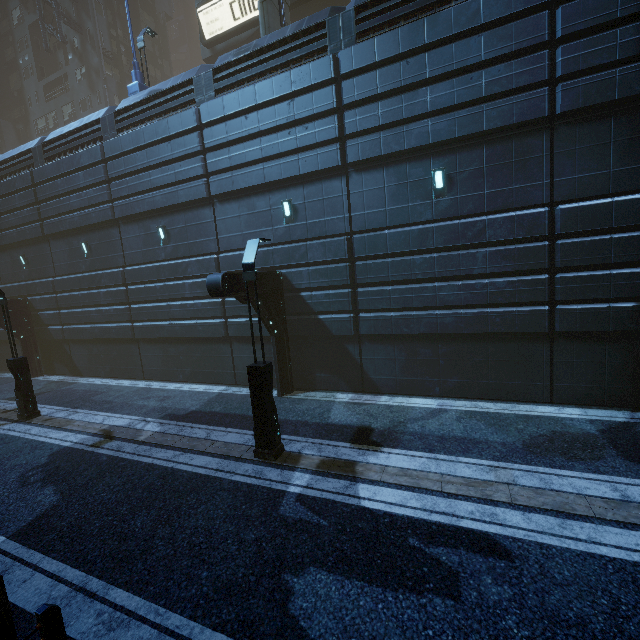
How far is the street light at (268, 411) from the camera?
7.88m

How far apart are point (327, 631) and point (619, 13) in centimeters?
1422cm

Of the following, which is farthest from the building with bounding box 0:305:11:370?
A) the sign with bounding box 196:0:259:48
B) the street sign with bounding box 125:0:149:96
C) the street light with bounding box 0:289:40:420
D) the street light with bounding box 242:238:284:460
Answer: the street light with bounding box 0:289:40:420

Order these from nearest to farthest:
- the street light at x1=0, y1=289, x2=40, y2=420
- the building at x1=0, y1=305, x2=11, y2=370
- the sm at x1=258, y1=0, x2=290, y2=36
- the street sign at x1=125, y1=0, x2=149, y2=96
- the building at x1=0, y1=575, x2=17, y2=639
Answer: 1. the building at x1=0, y1=575, x2=17, y2=639
2. the street light at x1=0, y1=289, x2=40, y2=420
3. the sm at x1=258, y1=0, x2=290, y2=36
4. the street sign at x1=125, y1=0, x2=149, y2=96
5. the building at x1=0, y1=305, x2=11, y2=370

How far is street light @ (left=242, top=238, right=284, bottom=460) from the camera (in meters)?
7.88

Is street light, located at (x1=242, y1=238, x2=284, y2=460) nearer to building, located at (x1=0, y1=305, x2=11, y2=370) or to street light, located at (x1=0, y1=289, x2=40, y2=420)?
building, located at (x1=0, y1=305, x2=11, y2=370)

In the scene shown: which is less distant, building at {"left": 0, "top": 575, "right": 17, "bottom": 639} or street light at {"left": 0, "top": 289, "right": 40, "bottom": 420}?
building at {"left": 0, "top": 575, "right": 17, "bottom": 639}

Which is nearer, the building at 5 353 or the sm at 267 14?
the sm at 267 14
